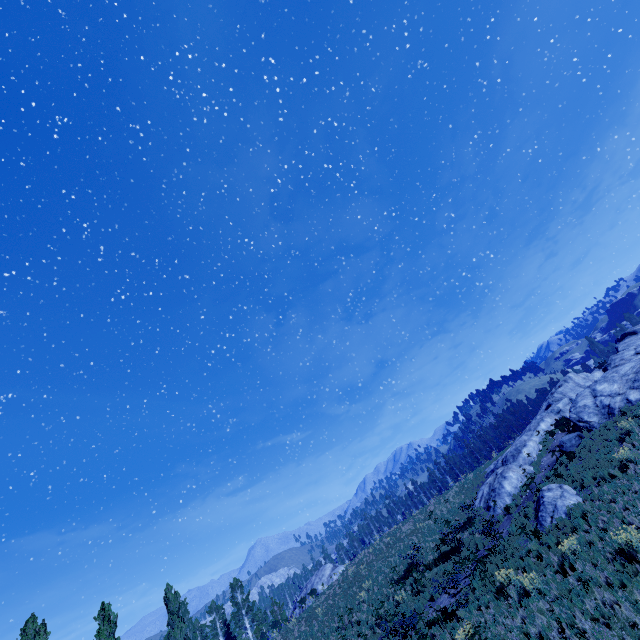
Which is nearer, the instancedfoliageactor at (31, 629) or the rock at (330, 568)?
the instancedfoliageactor at (31, 629)

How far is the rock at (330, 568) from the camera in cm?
4200

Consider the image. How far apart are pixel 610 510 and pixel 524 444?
13.6m

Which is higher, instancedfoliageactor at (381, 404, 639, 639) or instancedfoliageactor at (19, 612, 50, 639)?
instancedfoliageactor at (19, 612, 50, 639)

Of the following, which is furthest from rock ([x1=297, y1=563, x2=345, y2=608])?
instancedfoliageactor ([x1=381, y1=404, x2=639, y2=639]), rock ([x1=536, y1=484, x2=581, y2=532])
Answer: rock ([x1=536, y1=484, x2=581, y2=532])

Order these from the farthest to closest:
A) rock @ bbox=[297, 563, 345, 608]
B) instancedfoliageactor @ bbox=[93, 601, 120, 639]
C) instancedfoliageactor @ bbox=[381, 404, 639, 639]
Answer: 1. rock @ bbox=[297, 563, 345, 608]
2. instancedfoliageactor @ bbox=[93, 601, 120, 639]
3. instancedfoliageactor @ bbox=[381, 404, 639, 639]

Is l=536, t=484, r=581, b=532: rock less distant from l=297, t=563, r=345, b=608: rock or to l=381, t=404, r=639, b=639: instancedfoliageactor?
l=381, t=404, r=639, b=639: instancedfoliageactor
